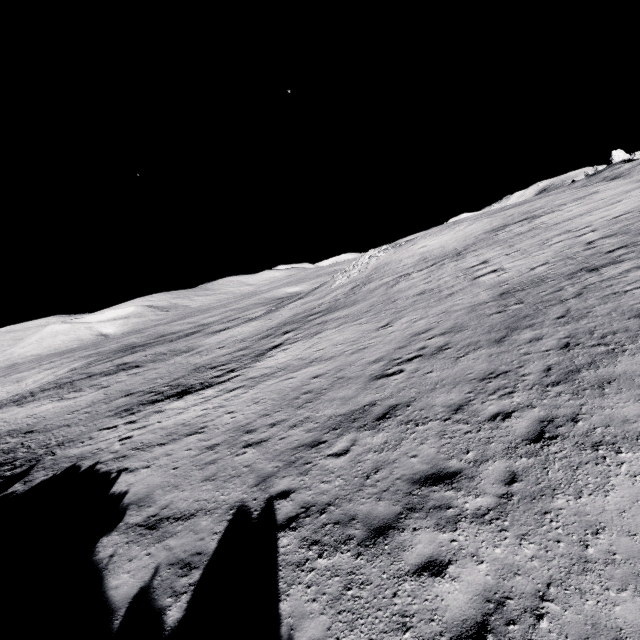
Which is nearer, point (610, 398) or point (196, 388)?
point (610, 398)
